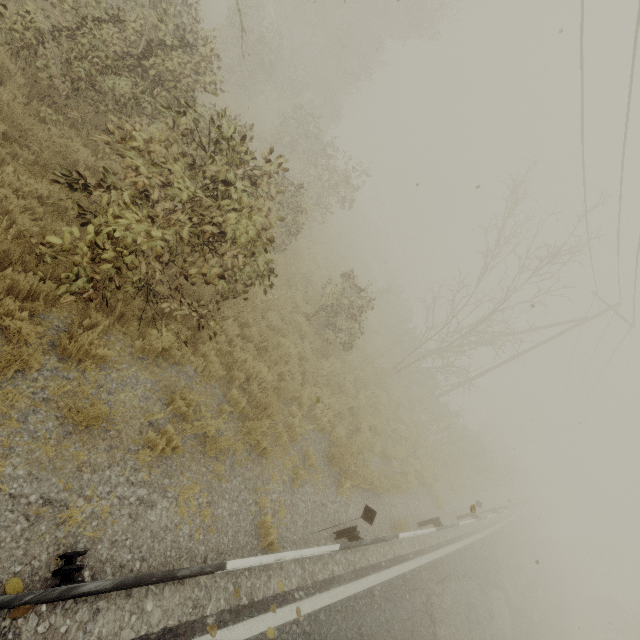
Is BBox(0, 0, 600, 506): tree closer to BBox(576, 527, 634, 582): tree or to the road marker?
the road marker

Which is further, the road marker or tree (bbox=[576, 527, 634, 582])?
tree (bbox=[576, 527, 634, 582])

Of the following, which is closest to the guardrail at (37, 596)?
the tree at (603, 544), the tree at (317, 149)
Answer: the tree at (317, 149)

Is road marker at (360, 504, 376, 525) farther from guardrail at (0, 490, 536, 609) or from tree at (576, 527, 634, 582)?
tree at (576, 527, 634, 582)

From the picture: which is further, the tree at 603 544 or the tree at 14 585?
the tree at 603 544

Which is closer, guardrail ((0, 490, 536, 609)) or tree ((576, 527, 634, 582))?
guardrail ((0, 490, 536, 609))

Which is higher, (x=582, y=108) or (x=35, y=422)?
(x=582, y=108)

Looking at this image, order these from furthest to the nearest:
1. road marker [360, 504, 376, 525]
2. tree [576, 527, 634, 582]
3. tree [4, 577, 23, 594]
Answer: tree [576, 527, 634, 582]
road marker [360, 504, 376, 525]
tree [4, 577, 23, 594]
